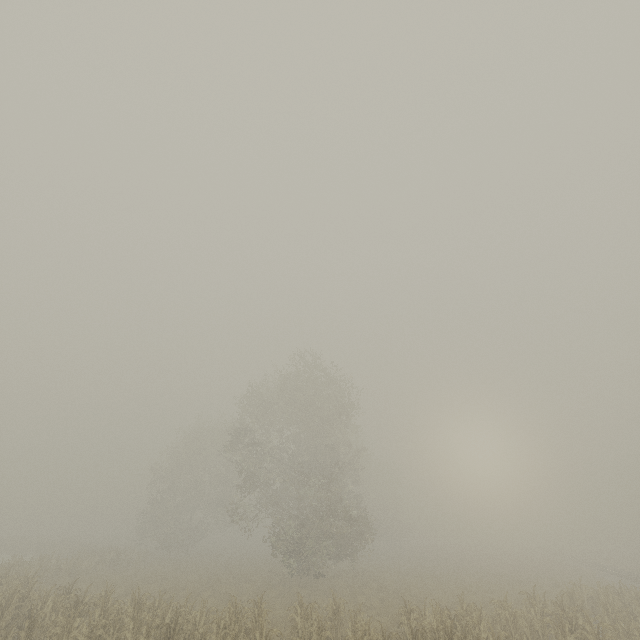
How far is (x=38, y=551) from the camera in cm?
3925
